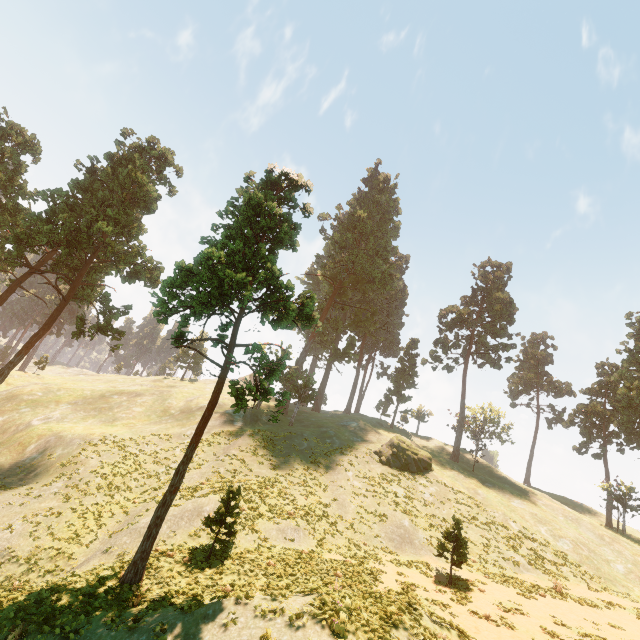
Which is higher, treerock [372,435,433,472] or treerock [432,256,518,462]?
treerock [432,256,518,462]

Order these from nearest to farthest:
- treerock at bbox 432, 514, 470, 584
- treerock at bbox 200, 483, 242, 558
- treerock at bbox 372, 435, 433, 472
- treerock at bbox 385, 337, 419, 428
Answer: treerock at bbox 200, 483, 242, 558, treerock at bbox 432, 514, 470, 584, treerock at bbox 372, 435, 433, 472, treerock at bbox 385, 337, 419, 428

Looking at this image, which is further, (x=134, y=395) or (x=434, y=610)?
(x=134, y=395)

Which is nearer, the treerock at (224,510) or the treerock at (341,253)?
the treerock at (341,253)

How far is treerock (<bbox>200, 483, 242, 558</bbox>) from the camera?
17.0m

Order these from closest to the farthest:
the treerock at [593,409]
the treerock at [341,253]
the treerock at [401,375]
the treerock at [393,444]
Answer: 1. the treerock at [341,253]
2. the treerock at [393,444]
3. the treerock at [593,409]
4. the treerock at [401,375]
